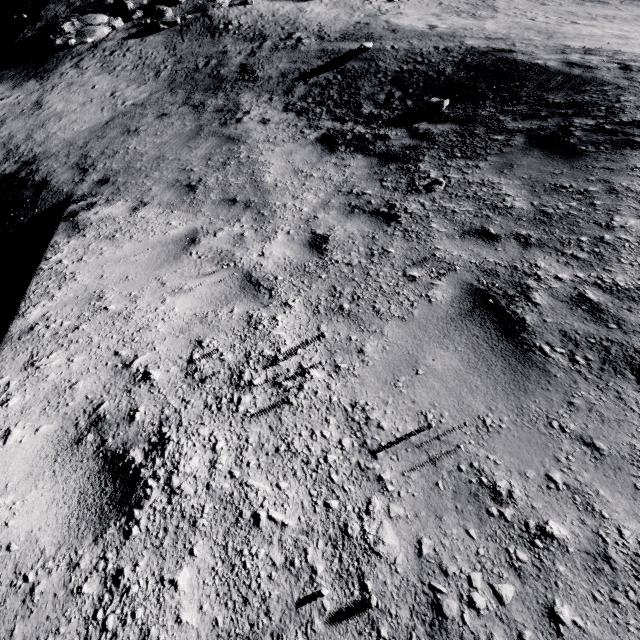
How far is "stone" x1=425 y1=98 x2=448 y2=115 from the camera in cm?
720

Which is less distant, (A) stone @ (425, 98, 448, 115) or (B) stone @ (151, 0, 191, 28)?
(A) stone @ (425, 98, 448, 115)

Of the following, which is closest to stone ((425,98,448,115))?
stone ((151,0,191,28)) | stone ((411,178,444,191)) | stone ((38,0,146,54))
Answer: stone ((411,178,444,191))

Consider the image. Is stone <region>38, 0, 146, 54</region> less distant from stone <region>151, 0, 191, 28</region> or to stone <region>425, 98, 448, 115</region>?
stone <region>151, 0, 191, 28</region>

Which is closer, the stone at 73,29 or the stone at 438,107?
the stone at 438,107

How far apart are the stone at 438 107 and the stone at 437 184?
3.5 meters

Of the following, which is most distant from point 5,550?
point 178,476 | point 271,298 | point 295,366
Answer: point 271,298
